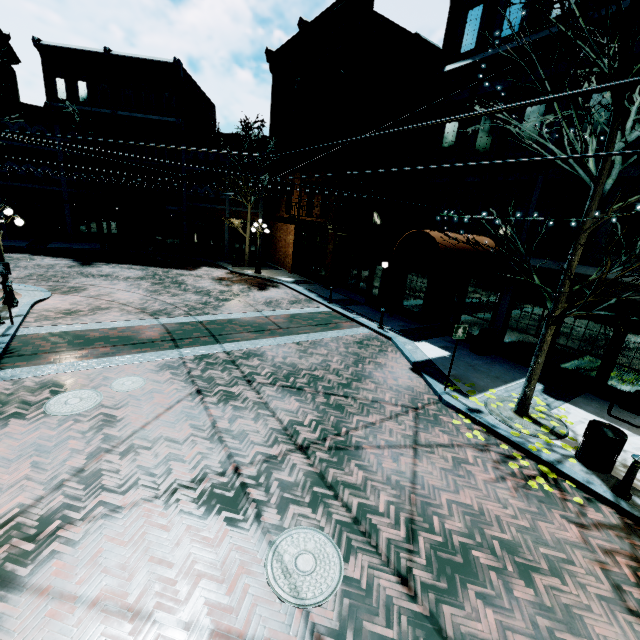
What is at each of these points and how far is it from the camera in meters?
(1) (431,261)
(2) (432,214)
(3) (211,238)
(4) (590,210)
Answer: (1) awning, 9.6 m
(2) building, 14.2 m
(3) building, 29.4 m
(4) tree, 6.5 m

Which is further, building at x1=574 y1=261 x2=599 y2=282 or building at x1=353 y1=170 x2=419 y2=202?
building at x1=353 y1=170 x2=419 y2=202

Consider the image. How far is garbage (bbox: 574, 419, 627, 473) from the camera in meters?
6.2 m

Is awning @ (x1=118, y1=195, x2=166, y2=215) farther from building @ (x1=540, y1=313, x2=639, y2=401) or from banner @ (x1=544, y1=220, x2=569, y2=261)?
banner @ (x1=544, y1=220, x2=569, y2=261)

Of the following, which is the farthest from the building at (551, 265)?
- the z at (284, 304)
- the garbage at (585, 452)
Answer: the garbage at (585, 452)

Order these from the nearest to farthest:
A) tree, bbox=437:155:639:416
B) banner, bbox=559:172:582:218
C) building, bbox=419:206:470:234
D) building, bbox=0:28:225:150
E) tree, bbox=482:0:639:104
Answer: tree, bbox=482:0:639:104 → tree, bbox=437:155:639:416 → banner, bbox=559:172:582:218 → building, bbox=419:206:470:234 → building, bbox=0:28:225:150

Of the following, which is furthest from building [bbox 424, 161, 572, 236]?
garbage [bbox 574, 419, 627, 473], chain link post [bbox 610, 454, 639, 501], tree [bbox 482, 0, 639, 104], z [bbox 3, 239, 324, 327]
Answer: chain link post [bbox 610, 454, 639, 501]

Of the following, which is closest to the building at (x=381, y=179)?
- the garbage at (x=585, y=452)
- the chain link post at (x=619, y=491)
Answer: the garbage at (x=585, y=452)
